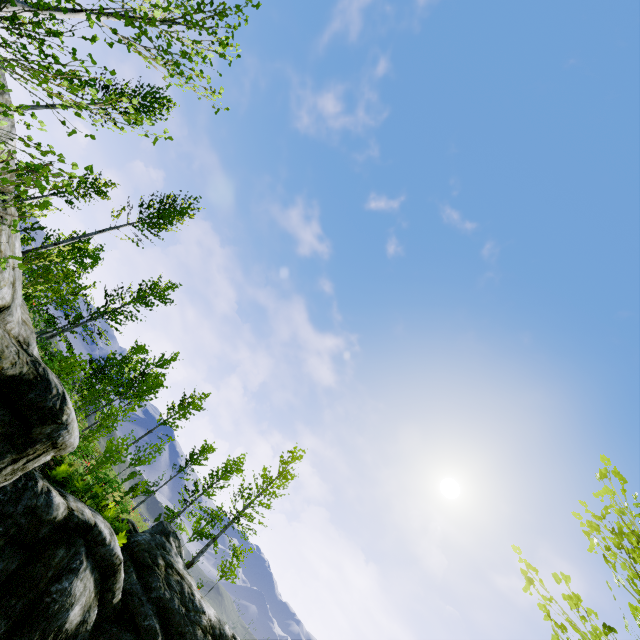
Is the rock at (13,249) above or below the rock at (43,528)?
above

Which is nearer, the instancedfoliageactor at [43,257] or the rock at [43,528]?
the rock at [43,528]

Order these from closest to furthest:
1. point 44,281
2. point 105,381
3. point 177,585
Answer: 1. point 177,585
2. point 105,381
3. point 44,281

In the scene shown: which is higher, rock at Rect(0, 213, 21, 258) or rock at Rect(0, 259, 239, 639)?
rock at Rect(0, 213, 21, 258)

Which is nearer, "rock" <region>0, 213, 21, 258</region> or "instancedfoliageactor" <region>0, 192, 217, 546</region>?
"rock" <region>0, 213, 21, 258</region>
